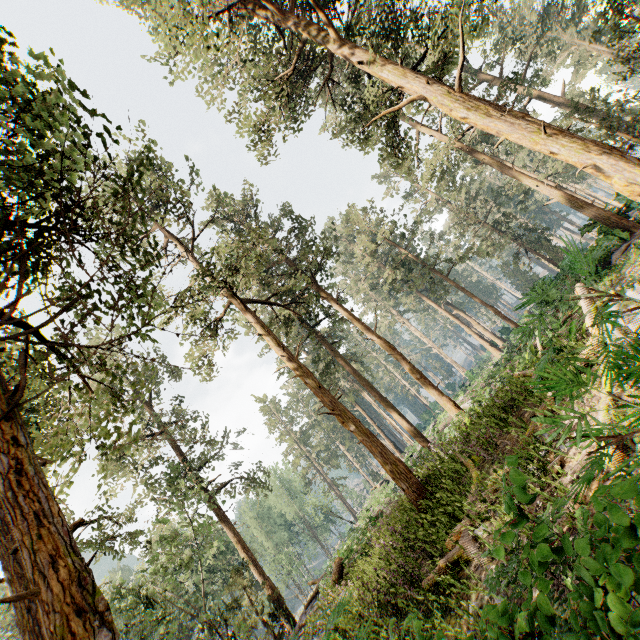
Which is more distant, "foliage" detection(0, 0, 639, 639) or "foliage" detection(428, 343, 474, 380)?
"foliage" detection(428, 343, 474, 380)

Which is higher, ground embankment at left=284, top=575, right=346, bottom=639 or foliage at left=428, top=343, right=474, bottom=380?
foliage at left=428, top=343, right=474, bottom=380

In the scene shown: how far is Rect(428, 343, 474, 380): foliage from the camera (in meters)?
37.70

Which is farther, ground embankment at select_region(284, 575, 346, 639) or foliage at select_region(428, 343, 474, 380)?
foliage at select_region(428, 343, 474, 380)

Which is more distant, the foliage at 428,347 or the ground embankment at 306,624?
the foliage at 428,347

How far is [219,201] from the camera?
19.2m

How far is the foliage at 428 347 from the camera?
37.7m
